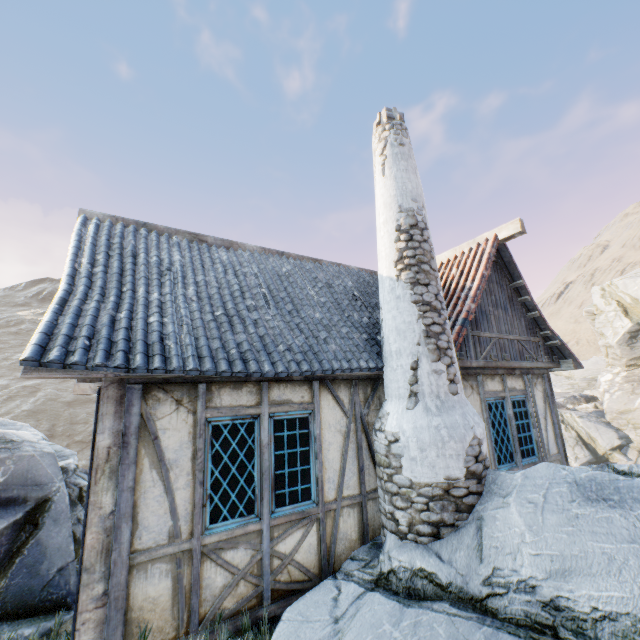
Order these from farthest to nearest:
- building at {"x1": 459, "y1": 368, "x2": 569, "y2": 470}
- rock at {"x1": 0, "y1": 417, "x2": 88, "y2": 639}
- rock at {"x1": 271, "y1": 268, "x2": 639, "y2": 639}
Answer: building at {"x1": 459, "y1": 368, "x2": 569, "y2": 470} < rock at {"x1": 0, "y1": 417, "x2": 88, "y2": 639} < rock at {"x1": 271, "y1": 268, "x2": 639, "y2": 639}

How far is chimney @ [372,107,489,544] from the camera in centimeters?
421cm

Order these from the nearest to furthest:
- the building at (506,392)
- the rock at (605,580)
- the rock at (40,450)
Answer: the rock at (605,580)
the rock at (40,450)
the building at (506,392)

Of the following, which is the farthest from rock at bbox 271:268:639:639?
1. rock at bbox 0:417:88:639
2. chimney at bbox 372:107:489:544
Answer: rock at bbox 0:417:88:639

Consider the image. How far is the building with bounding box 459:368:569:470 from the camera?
6.12m

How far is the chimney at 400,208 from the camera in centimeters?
421cm

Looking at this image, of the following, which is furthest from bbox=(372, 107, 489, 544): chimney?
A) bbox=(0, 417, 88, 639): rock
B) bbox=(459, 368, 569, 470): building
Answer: bbox=(0, 417, 88, 639): rock

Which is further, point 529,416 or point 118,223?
point 529,416
